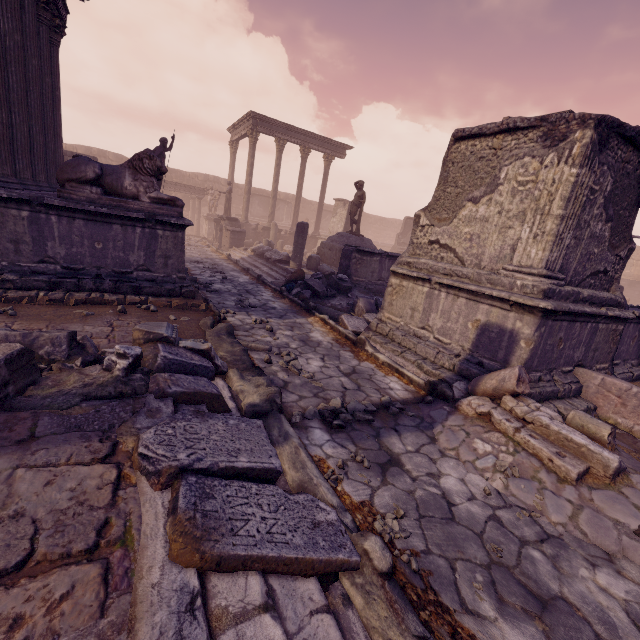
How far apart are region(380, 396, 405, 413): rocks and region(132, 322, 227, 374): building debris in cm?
203

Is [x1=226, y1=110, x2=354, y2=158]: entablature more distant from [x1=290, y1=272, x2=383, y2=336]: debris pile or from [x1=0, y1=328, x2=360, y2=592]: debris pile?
[x1=0, y1=328, x2=360, y2=592]: debris pile

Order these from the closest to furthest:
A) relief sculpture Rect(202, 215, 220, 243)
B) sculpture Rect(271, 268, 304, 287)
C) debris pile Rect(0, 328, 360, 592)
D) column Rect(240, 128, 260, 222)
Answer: debris pile Rect(0, 328, 360, 592)
sculpture Rect(271, 268, 304, 287)
column Rect(240, 128, 260, 222)
relief sculpture Rect(202, 215, 220, 243)

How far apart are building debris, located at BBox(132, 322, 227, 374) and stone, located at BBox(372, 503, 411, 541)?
2.4m

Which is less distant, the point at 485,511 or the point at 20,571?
the point at 20,571

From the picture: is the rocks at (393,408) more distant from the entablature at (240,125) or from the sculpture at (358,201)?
the entablature at (240,125)

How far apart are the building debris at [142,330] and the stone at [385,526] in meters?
2.4 m

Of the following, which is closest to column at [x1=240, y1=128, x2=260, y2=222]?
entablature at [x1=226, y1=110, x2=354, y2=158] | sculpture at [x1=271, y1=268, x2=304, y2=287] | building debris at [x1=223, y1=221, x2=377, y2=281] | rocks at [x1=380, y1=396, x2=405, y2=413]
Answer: entablature at [x1=226, y1=110, x2=354, y2=158]
